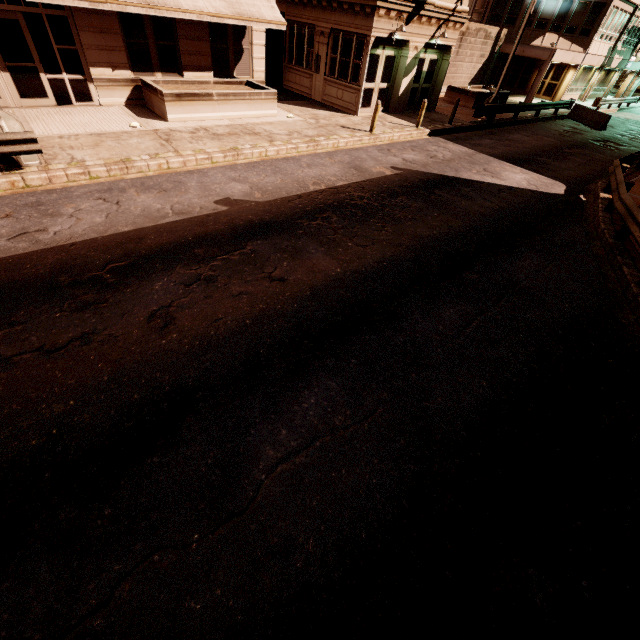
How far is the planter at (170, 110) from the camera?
12.3 meters

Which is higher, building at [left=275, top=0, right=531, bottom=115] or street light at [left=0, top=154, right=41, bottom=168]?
building at [left=275, top=0, right=531, bottom=115]

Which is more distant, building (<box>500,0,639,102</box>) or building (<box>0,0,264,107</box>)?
building (<box>500,0,639,102</box>)

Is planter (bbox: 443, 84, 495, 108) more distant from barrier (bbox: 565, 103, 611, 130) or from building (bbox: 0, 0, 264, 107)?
building (bbox: 0, 0, 264, 107)

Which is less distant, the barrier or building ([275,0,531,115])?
building ([275,0,531,115])

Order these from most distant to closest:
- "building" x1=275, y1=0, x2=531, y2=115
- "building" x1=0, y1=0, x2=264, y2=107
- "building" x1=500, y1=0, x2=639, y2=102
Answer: "building" x1=500, y1=0, x2=639, y2=102
"building" x1=275, y1=0, x2=531, y2=115
"building" x1=0, y1=0, x2=264, y2=107

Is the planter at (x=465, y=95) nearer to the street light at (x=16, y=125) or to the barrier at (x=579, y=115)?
the barrier at (x=579, y=115)

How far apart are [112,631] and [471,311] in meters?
6.6 m
